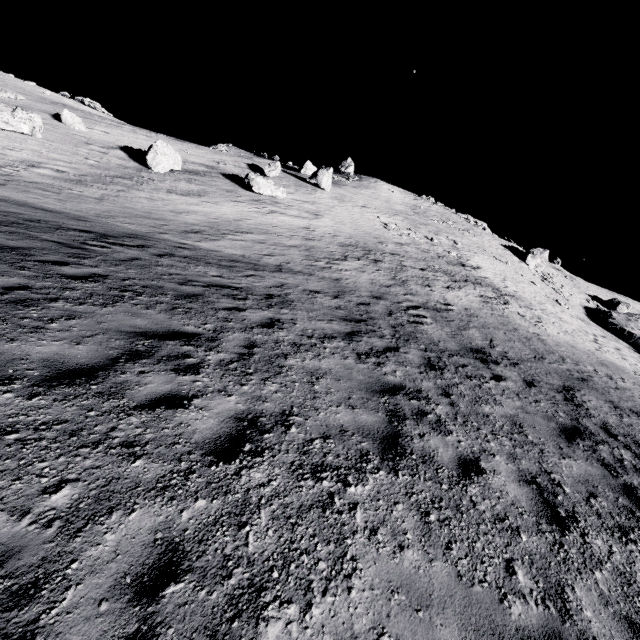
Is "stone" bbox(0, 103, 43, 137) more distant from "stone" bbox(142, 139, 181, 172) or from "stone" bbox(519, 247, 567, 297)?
"stone" bbox(519, 247, 567, 297)

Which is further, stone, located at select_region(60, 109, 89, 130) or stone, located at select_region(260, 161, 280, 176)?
stone, located at select_region(260, 161, 280, 176)

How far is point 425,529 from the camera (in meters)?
3.24

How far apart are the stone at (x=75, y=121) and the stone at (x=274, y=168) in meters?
15.0

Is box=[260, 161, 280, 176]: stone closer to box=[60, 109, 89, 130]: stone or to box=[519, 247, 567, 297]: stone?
box=[60, 109, 89, 130]: stone

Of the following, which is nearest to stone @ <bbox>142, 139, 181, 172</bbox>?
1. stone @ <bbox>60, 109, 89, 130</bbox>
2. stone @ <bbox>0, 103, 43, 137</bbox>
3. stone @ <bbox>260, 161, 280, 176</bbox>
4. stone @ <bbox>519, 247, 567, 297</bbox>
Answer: stone @ <bbox>0, 103, 43, 137</bbox>

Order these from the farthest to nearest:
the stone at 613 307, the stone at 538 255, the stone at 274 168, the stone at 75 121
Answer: the stone at 538 255 < the stone at 613 307 < the stone at 274 168 < the stone at 75 121

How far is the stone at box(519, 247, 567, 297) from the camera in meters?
43.5
